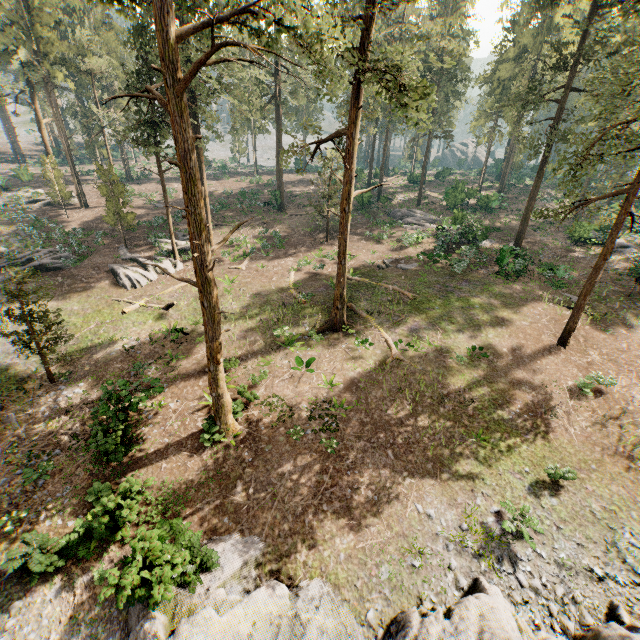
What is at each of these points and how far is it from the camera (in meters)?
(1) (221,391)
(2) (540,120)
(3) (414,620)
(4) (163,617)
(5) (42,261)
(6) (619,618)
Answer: (1) foliage, 13.59
(2) foliage, 25.94
(3) rock, 9.09
(4) rock, 8.73
(5) foliage, 26.91
(6) rock, 9.70

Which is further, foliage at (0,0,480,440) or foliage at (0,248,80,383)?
foliage at (0,248,80,383)

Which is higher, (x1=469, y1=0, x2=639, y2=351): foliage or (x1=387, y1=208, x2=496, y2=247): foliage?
(x1=469, y1=0, x2=639, y2=351): foliage

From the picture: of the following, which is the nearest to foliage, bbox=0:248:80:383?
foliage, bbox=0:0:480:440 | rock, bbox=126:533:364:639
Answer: foliage, bbox=0:0:480:440

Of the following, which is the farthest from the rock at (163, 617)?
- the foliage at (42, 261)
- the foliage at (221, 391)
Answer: the foliage at (42, 261)

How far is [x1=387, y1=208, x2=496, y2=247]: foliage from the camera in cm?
3051
